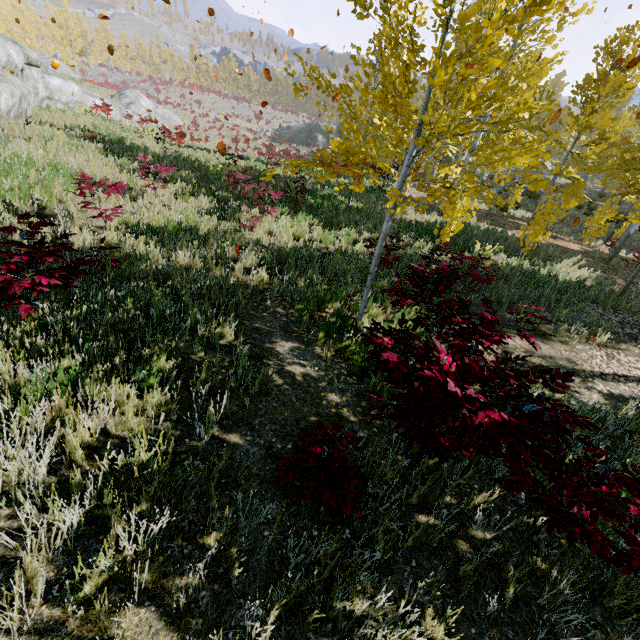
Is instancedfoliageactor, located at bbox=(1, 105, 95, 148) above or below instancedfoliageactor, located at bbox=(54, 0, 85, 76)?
below

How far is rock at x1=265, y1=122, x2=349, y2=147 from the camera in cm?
4653

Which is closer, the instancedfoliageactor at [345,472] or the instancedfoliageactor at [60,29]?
the instancedfoliageactor at [345,472]

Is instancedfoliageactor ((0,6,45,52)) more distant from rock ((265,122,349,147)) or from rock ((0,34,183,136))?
rock ((0,34,183,136))

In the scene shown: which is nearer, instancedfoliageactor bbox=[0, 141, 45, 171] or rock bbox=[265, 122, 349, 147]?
instancedfoliageactor bbox=[0, 141, 45, 171]

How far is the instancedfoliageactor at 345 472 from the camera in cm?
223

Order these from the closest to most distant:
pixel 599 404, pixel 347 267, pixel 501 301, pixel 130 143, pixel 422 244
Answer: pixel 599 404 < pixel 347 267 < pixel 501 301 < pixel 422 244 < pixel 130 143

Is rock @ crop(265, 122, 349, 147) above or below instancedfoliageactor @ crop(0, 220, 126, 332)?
below
